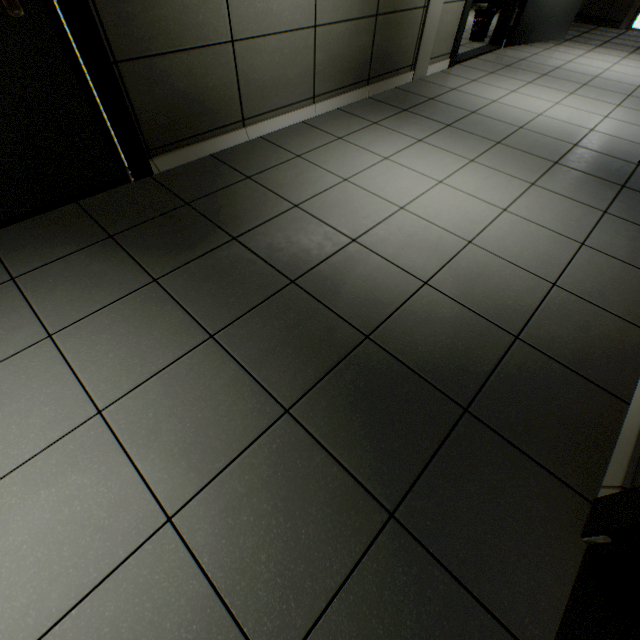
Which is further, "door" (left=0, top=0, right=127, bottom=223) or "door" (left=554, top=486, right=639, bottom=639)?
"door" (left=0, top=0, right=127, bottom=223)

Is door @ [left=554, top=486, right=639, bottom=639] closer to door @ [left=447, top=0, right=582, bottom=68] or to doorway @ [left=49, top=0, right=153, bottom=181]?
doorway @ [left=49, top=0, right=153, bottom=181]

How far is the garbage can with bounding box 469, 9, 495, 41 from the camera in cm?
A: 501

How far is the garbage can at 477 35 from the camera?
5.0m

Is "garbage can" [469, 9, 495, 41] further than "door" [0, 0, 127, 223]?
Yes

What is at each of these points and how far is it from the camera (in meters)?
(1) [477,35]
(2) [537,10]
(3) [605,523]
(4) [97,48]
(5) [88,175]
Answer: (1) garbage can, 5.21
(2) door, 4.81
(3) door, 0.96
(4) doorway, 1.73
(5) door, 2.03

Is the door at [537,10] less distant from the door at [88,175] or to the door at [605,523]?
the door at [88,175]

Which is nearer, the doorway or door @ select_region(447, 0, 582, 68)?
the doorway
